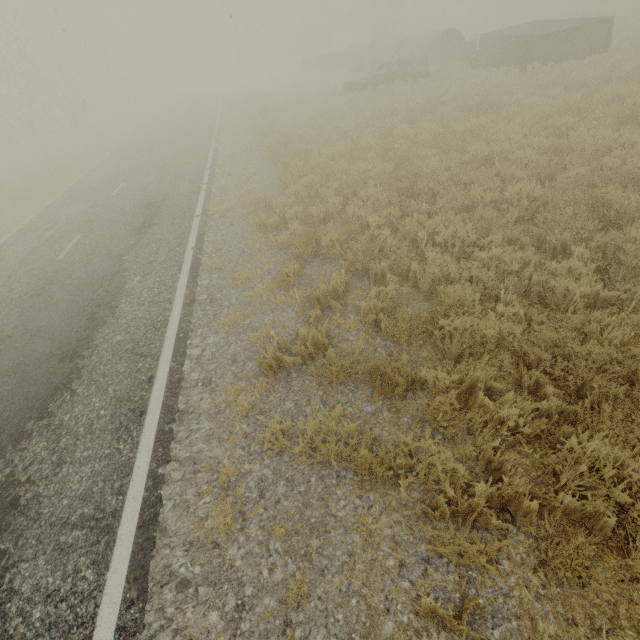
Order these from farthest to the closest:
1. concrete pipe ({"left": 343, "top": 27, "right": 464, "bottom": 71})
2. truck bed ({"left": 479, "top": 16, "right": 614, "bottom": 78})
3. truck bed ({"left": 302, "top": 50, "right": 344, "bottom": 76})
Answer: truck bed ({"left": 302, "top": 50, "right": 344, "bottom": 76})
concrete pipe ({"left": 343, "top": 27, "right": 464, "bottom": 71})
truck bed ({"left": 479, "top": 16, "right": 614, "bottom": 78})

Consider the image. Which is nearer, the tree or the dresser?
the dresser

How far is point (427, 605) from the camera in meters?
2.3 m

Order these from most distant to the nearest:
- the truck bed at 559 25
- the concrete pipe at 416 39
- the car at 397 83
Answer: the concrete pipe at 416 39, the car at 397 83, the truck bed at 559 25

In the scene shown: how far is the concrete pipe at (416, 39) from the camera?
18.19m

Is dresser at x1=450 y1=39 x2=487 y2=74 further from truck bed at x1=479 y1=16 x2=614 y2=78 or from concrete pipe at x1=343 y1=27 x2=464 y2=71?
concrete pipe at x1=343 y1=27 x2=464 y2=71

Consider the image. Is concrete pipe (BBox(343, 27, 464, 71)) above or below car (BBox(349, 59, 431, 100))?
above

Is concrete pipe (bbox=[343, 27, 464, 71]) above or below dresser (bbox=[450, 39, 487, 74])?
above
